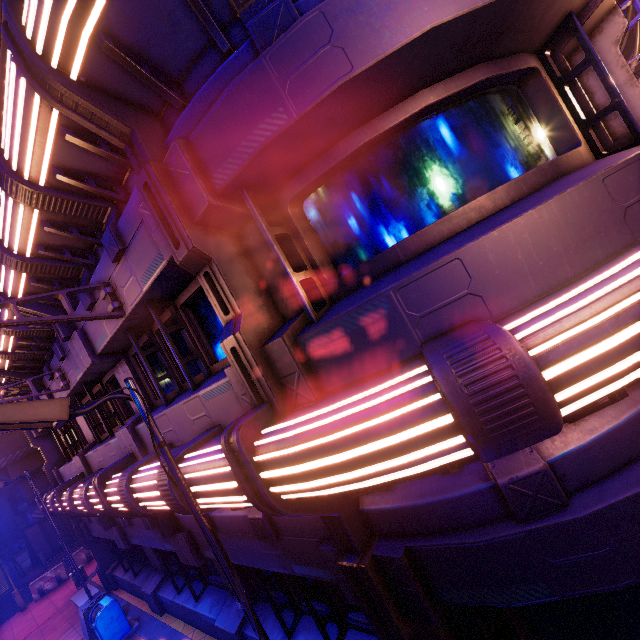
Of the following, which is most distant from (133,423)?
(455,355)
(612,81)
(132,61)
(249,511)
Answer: (612,81)

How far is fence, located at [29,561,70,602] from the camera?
16.31m

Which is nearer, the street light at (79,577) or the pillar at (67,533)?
the street light at (79,577)

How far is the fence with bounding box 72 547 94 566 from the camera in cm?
1749

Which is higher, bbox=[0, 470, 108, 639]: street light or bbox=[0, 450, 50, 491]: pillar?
bbox=[0, 450, 50, 491]: pillar

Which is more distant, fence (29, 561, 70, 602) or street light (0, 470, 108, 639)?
fence (29, 561, 70, 602)

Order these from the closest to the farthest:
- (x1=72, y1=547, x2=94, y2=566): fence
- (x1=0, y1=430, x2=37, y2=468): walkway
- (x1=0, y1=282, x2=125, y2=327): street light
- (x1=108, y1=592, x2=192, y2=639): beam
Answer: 1. (x1=0, y1=282, x2=125, y2=327): street light
2. (x1=108, y1=592, x2=192, y2=639): beam
3. (x1=72, y1=547, x2=94, y2=566): fence
4. (x1=0, y1=430, x2=37, y2=468): walkway

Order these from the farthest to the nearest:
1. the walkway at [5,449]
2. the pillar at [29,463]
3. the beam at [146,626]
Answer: the pillar at [29,463]
the walkway at [5,449]
the beam at [146,626]
